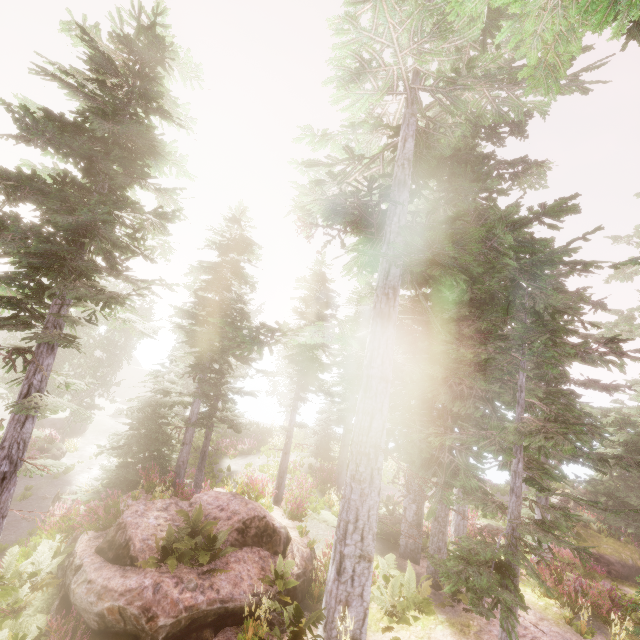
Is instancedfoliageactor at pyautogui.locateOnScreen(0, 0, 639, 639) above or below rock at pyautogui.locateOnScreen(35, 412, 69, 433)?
above

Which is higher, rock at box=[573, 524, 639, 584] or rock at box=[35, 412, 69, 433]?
rock at box=[573, 524, 639, 584]

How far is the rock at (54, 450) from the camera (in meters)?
21.62

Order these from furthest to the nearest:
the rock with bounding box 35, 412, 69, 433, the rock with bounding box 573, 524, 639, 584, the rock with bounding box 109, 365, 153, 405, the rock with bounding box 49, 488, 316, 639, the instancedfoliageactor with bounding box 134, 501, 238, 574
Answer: the rock with bounding box 109, 365, 153, 405 → the rock with bounding box 35, 412, 69, 433 → the rock with bounding box 573, 524, 639, 584 → the instancedfoliageactor with bounding box 134, 501, 238, 574 → the rock with bounding box 49, 488, 316, 639

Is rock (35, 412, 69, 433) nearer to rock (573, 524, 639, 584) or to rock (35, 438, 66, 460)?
rock (35, 438, 66, 460)

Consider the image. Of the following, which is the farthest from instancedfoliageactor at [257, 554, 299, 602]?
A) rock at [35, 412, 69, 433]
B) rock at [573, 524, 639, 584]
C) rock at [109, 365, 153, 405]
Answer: rock at [35, 412, 69, 433]

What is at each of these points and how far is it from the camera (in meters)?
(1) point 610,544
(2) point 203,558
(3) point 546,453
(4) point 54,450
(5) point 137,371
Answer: (1) rock, 16.47
(2) instancedfoliageactor, 8.40
(3) instancedfoliageactor, 6.41
(4) rock, 22.22
(5) rock, 58.22

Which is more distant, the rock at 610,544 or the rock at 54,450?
the rock at 54,450
